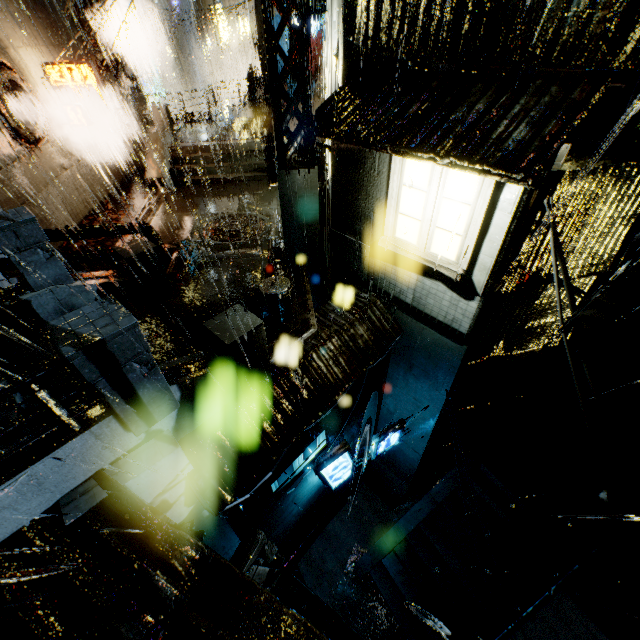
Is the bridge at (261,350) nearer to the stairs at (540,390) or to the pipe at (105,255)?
the pipe at (105,255)

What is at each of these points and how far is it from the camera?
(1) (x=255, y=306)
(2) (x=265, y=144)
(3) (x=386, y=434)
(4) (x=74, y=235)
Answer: (1) trash bag, 8.52m
(2) stairs, 17.16m
(3) sign, 10.42m
(4) pipe, 9.92m

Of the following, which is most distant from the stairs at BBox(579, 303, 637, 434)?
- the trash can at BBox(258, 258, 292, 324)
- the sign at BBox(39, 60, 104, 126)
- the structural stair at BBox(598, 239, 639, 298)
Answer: the sign at BBox(39, 60, 104, 126)

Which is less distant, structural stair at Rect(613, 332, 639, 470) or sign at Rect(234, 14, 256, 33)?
structural stair at Rect(613, 332, 639, 470)

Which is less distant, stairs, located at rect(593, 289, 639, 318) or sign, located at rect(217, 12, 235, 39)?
stairs, located at rect(593, 289, 639, 318)

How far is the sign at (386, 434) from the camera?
10.4m

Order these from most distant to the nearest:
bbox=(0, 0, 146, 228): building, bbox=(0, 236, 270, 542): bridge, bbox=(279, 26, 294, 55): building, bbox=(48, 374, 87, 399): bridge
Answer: bbox=(279, 26, 294, 55): building < bbox=(0, 0, 146, 228): building < bbox=(48, 374, 87, 399): bridge < bbox=(0, 236, 270, 542): bridge

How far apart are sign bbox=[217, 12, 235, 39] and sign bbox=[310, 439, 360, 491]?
36.69m
